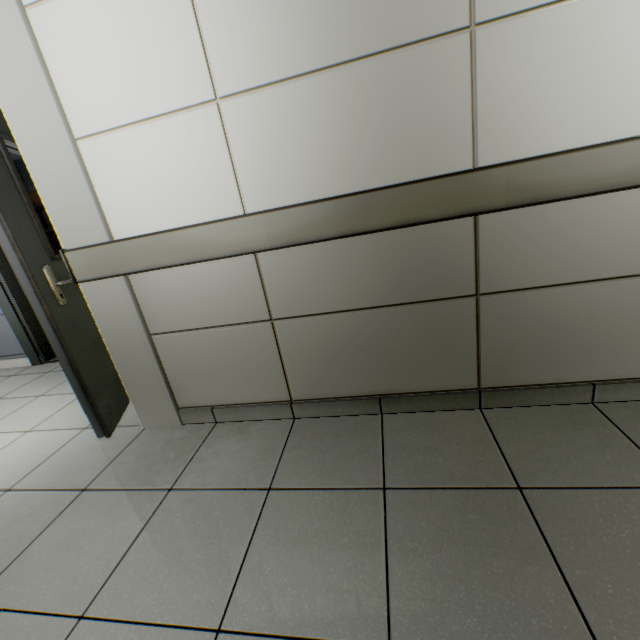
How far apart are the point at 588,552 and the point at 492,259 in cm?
106
